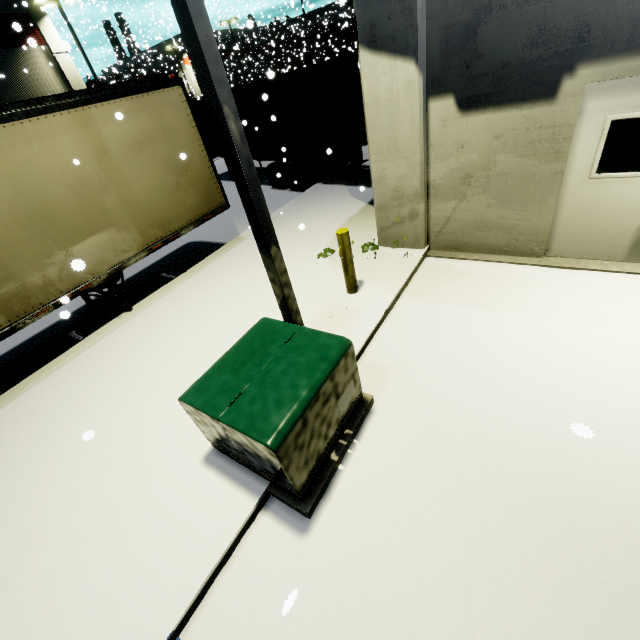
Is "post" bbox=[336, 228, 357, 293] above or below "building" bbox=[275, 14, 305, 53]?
below

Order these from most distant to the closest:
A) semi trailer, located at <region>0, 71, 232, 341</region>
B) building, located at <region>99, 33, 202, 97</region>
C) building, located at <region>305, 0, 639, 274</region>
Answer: building, located at <region>99, 33, 202, 97</region> → semi trailer, located at <region>0, 71, 232, 341</region> → building, located at <region>305, 0, 639, 274</region>

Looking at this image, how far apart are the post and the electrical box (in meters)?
1.83

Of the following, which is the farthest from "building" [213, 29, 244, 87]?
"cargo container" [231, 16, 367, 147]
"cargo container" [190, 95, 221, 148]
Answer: "cargo container" [231, 16, 367, 147]

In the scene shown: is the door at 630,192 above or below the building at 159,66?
below

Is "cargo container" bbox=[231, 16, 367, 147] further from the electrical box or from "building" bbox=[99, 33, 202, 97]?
the electrical box

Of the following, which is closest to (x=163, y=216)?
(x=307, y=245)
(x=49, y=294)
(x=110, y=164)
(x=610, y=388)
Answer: (x=110, y=164)

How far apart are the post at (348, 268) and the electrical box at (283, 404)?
1.8m
